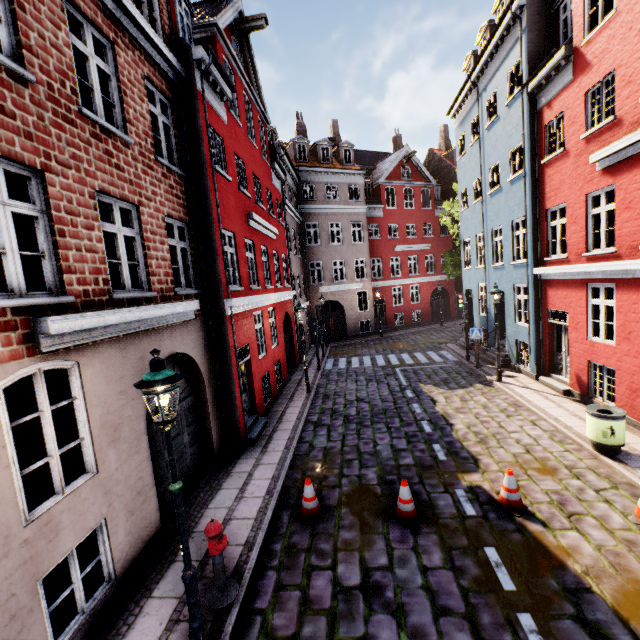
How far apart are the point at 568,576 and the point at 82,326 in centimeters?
802cm

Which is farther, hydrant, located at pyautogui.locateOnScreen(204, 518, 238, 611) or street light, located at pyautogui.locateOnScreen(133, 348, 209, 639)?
hydrant, located at pyautogui.locateOnScreen(204, 518, 238, 611)

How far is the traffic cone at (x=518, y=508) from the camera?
6.1m

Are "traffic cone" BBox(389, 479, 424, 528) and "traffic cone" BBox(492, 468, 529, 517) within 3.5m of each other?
yes

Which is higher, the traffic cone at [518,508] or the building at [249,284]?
the building at [249,284]

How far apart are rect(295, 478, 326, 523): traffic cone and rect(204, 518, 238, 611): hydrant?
1.7 meters

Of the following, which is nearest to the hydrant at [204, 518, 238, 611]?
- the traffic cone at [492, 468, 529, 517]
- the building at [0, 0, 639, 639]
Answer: the building at [0, 0, 639, 639]

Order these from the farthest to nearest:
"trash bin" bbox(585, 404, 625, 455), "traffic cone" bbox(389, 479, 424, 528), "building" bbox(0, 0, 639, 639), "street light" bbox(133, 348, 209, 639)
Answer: "trash bin" bbox(585, 404, 625, 455) < "traffic cone" bbox(389, 479, 424, 528) < "building" bbox(0, 0, 639, 639) < "street light" bbox(133, 348, 209, 639)
